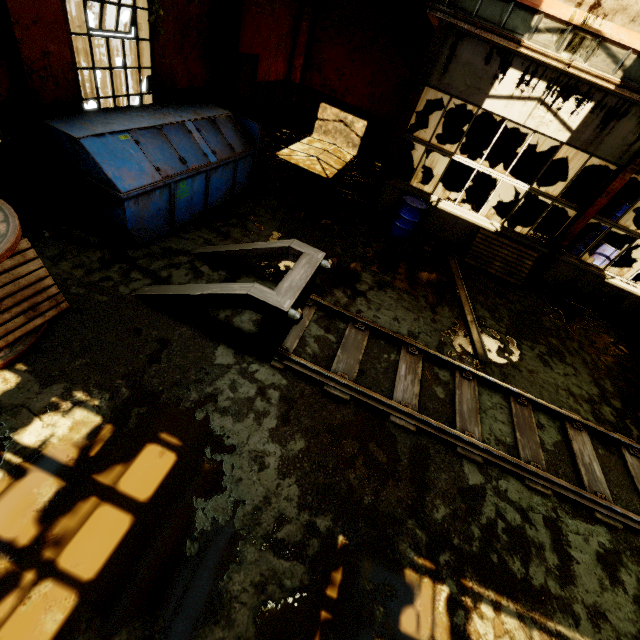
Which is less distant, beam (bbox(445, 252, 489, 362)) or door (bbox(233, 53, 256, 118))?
beam (bbox(445, 252, 489, 362))

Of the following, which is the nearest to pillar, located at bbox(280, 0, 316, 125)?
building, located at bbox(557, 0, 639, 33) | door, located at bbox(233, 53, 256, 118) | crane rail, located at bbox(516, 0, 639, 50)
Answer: door, located at bbox(233, 53, 256, 118)

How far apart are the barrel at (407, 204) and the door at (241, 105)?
5.9m

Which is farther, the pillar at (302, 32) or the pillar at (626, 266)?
the pillar at (626, 266)

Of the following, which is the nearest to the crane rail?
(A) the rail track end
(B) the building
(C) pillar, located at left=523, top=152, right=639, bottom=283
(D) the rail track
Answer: (B) the building

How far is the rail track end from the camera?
4.01m

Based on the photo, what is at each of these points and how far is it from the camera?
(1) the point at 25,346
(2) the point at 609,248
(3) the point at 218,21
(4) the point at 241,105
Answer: (1) cable drum, 3.6m
(2) barrel, 10.4m
(3) pillar, 7.4m
(4) door, 10.1m

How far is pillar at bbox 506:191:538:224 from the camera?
11.97m
